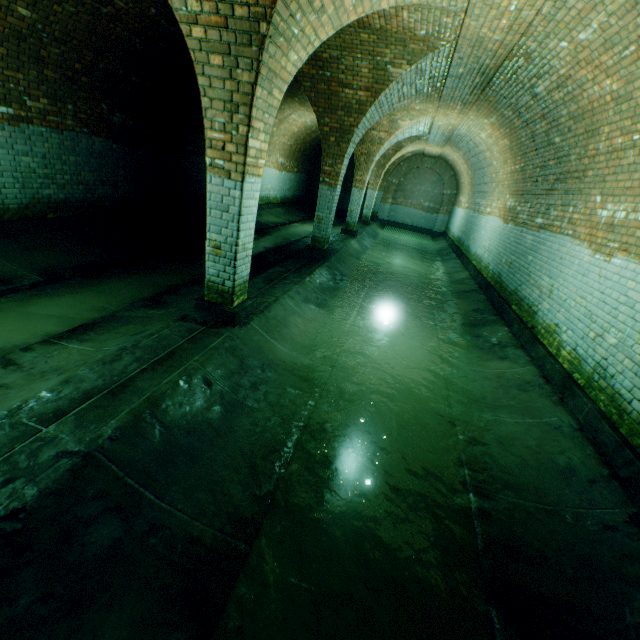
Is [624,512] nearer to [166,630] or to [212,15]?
[166,630]
